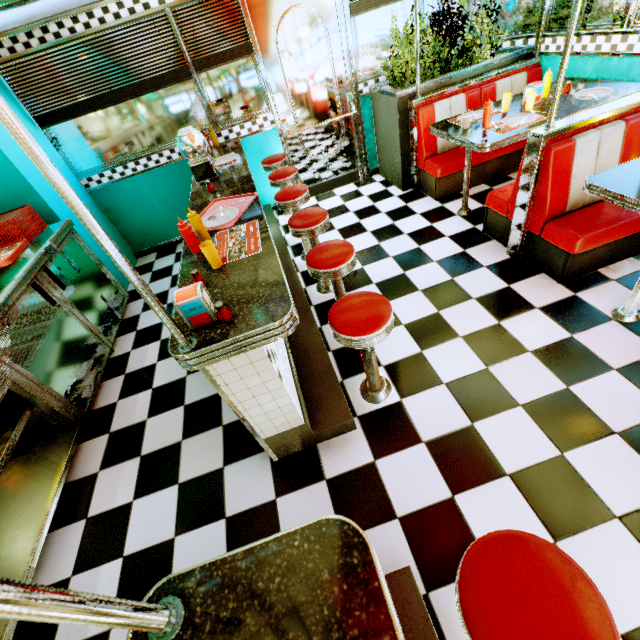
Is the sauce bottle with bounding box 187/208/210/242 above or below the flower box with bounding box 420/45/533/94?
above

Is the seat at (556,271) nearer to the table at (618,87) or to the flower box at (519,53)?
the table at (618,87)

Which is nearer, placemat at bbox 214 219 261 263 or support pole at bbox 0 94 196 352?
support pole at bbox 0 94 196 352

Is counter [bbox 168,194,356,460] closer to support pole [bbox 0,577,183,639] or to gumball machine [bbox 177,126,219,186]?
gumball machine [bbox 177,126,219,186]

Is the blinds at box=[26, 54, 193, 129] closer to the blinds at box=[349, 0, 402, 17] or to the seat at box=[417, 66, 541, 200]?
the blinds at box=[349, 0, 402, 17]

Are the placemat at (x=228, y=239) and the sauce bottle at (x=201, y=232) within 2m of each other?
yes

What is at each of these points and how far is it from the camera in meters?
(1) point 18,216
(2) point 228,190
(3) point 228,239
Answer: (1) food tray, 3.1
(2) counter, 2.9
(3) placemat, 2.2

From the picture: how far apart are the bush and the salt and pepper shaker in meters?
4.1
